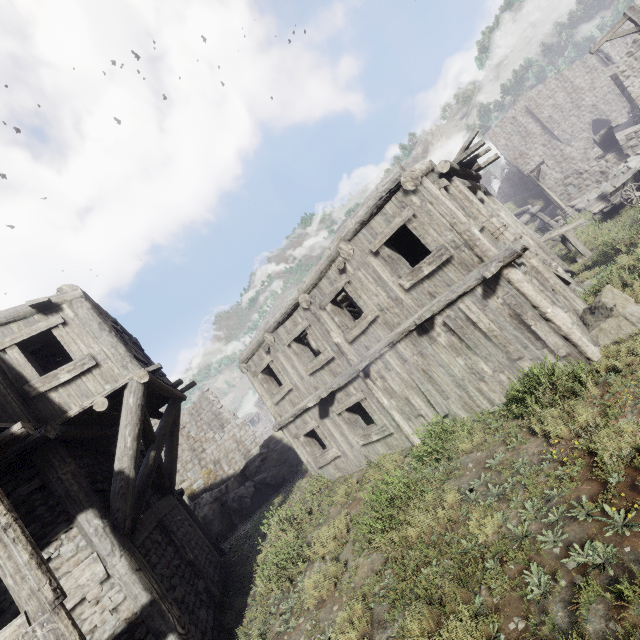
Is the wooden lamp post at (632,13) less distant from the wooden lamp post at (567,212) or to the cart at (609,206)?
the cart at (609,206)

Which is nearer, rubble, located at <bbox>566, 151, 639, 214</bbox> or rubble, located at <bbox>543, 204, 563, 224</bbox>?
rubble, located at <bbox>566, 151, 639, 214</bbox>

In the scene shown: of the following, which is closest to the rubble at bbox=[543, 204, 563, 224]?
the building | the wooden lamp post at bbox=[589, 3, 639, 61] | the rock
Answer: the building

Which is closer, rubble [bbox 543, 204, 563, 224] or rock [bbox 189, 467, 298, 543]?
rock [bbox 189, 467, 298, 543]

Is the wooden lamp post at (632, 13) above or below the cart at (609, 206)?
above

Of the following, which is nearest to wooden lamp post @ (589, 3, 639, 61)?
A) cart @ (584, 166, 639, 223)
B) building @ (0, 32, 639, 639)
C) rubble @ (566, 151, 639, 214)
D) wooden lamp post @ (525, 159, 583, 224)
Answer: cart @ (584, 166, 639, 223)

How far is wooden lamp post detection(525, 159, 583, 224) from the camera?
20.8m

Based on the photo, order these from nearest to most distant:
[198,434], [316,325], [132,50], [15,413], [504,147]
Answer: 1. [15,413]
2. [316,325]
3. [198,434]
4. [504,147]
5. [132,50]
